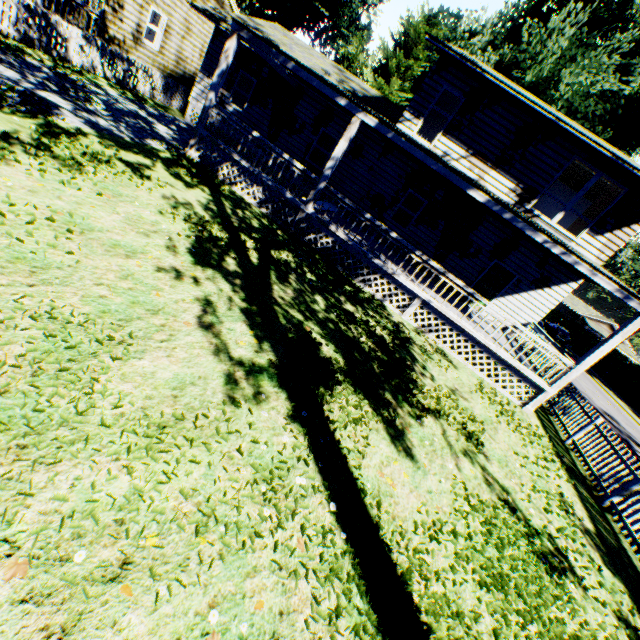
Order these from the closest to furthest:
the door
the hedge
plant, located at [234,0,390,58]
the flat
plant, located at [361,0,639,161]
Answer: the door < the flat < plant, located at [361,0,639,161] < the hedge < plant, located at [234,0,390,58]

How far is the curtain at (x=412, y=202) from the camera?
14.7m

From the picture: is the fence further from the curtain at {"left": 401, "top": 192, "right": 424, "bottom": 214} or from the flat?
the flat

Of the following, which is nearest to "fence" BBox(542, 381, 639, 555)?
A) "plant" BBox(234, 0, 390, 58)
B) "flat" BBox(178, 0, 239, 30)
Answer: "plant" BBox(234, 0, 390, 58)

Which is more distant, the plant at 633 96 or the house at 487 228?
the plant at 633 96

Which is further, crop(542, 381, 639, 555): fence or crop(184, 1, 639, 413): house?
crop(184, 1, 639, 413): house

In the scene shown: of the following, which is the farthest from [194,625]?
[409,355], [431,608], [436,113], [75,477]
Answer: [436,113]

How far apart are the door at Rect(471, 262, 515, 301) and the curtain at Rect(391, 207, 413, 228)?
3.7 meters
